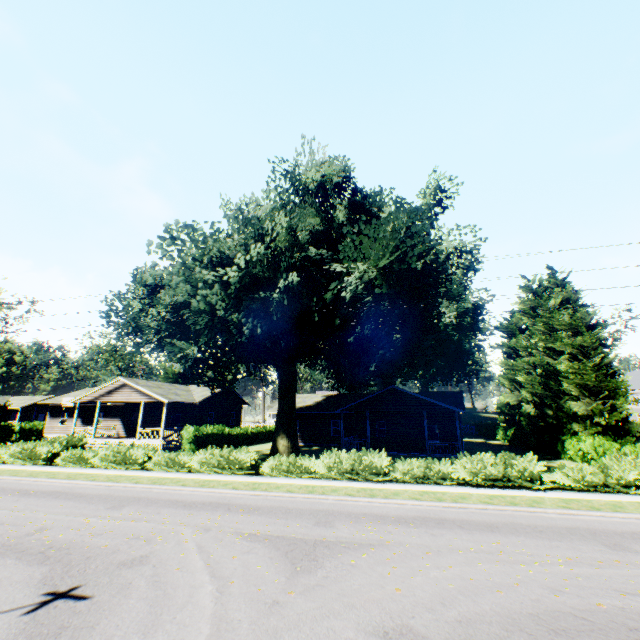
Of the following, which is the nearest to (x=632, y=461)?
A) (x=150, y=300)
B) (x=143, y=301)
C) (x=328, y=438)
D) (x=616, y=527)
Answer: (x=616, y=527)

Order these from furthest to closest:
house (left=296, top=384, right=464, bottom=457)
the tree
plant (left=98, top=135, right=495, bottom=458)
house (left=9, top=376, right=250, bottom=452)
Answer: house (left=9, top=376, right=250, bottom=452) < house (left=296, top=384, right=464, bottom=457) < the tree < plant (left=98, top=135, right=495, bottom=458)

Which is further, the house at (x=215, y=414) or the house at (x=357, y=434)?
the house at (x=215, y=414)

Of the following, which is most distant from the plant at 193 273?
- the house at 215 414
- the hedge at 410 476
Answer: the hedge at 410 476

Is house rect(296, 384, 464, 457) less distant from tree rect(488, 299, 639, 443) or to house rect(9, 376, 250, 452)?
tree rect(488, 299, 639, 443)

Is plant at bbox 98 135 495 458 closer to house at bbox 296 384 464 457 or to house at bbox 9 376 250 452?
house at bbox 9 376 250 452

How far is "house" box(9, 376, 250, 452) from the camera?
29.81m

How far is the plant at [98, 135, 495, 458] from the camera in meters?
17.3 m
